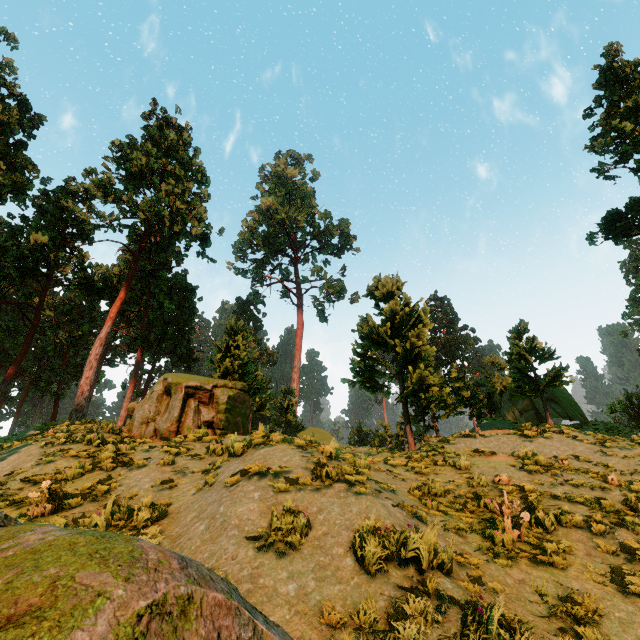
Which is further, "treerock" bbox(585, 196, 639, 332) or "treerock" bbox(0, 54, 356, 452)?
"treerock" bbox(585, 196, 639, 332)

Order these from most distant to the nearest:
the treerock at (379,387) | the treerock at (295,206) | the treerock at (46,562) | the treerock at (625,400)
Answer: the treerock at (625,400) → the treerock at (379,387) → the treerock at (295,206) → the treerock at (46,562)

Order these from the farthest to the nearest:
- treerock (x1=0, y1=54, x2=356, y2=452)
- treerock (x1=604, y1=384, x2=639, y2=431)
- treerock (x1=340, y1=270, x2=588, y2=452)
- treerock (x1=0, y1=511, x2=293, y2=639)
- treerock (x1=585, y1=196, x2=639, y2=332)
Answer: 1. treerock (x1=604, y1=384, x2=639, y2=431)
2. treerock (x1=585, y1=196, x2=639, y2=332)
3. treerock (x1=340, y1=270, x2=588, y2=452)
4. treerock (x1=0, y1=54, x2=356, y2=452)
5. treerock (x1=0, y1=511, x2=293, y2=639)

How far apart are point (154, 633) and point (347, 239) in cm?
5711

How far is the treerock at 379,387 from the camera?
16.9 meters

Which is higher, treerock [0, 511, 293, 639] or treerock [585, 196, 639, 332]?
treerock [585, 196, 639, 332]

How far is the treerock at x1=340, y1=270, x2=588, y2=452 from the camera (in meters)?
16.91
